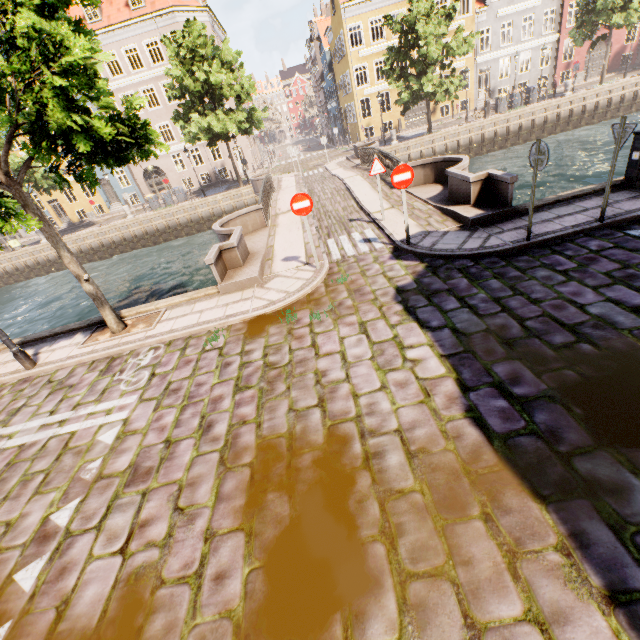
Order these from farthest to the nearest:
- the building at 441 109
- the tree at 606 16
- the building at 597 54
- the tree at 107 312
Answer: the building at 441 109, the building at 597 54, the tree at 606 16, the tree at 107 312

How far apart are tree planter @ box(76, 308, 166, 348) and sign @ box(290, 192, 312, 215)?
4.3m

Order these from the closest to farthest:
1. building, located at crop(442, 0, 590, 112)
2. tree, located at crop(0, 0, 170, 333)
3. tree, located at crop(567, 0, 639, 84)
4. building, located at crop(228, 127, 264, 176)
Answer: tree, located at crop(0, 0, 170, 333)
tree, located at crop(567, 0, 639, 84)
building, located at crop(442, 0, 590, 112)
building, located at crop(228, 127, 264, 176)

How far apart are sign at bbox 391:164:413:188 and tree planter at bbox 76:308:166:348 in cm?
663

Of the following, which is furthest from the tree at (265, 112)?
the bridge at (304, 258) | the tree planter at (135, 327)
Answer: the bridge at (304, 258)

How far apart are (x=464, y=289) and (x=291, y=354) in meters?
3.6

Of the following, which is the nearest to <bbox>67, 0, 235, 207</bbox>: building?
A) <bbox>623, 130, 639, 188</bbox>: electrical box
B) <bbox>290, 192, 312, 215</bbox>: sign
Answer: <bbox>623, 130, 639, 188</bbox>: electrical box

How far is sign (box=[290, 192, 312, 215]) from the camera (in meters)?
7.53
